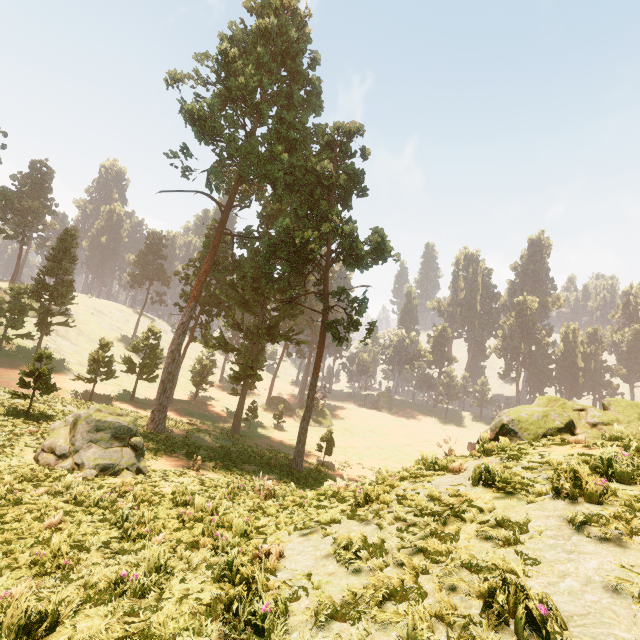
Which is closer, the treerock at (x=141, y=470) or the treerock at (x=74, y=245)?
the treerock at (x=141, y=470)

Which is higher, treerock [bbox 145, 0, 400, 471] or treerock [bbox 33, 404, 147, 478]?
treerock [bbox 145, 0, 400, 471]

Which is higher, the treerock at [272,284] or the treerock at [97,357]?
the treerock at [272,284]

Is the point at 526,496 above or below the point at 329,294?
below

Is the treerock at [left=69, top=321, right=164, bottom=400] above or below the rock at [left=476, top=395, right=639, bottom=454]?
below

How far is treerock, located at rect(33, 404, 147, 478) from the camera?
12.54m
